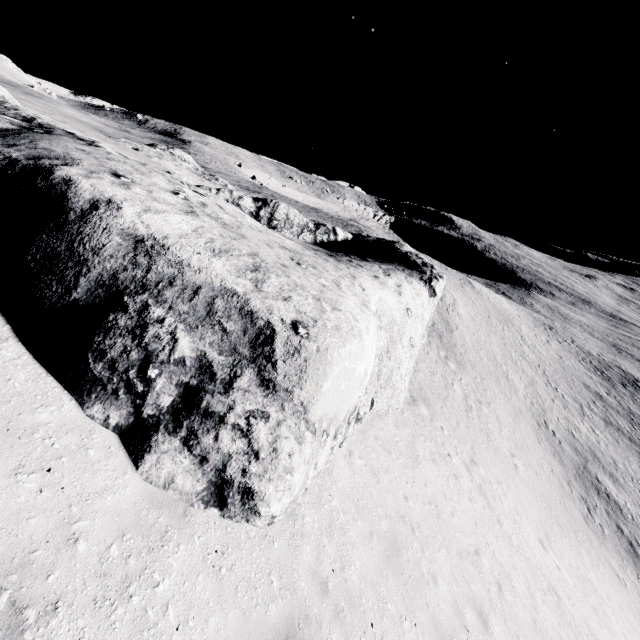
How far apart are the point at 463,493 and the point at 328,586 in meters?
11.3
